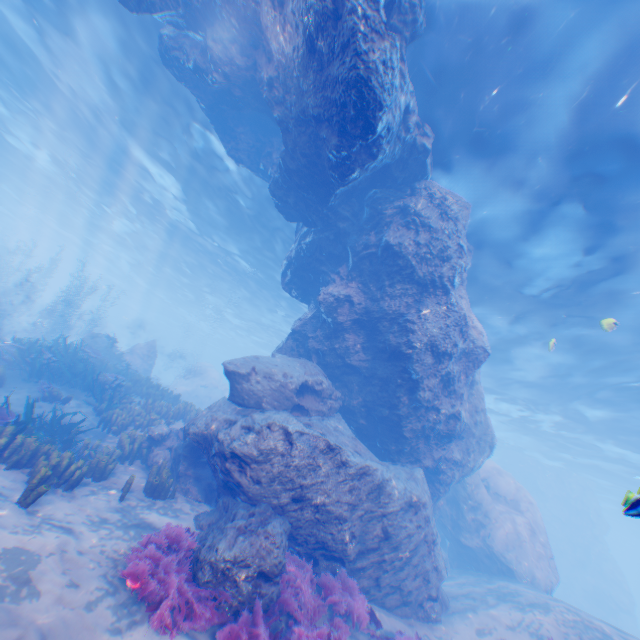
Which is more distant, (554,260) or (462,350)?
(554,260)

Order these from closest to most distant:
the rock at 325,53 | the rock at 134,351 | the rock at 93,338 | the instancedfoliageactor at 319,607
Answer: the instancedfoliageactor at 319,607, the rock at 325,53, the rock at 93,338, the rock at 134,351

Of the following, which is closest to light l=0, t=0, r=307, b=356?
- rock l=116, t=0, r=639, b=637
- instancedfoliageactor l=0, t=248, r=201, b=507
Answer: rock l=116, t=0, r=639, b=637

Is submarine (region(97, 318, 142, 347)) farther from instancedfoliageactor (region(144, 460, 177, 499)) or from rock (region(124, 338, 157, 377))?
instancedfoliageactor (region(144, 460, 177, 499))

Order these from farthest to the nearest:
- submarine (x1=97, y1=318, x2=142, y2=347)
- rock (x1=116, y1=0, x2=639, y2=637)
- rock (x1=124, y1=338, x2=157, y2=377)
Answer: submarine (x1=97, y1=318, x2=142, y2=347), rock (x1=124, y1=338, x2=157, y2=377), rock (x1=116, y1=0, x2=639, y2=637)

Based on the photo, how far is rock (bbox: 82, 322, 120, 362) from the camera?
17.7m

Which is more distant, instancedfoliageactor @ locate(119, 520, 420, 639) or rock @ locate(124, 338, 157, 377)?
rock @ locate(124, 338, 157, 377)

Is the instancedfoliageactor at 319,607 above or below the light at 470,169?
below
